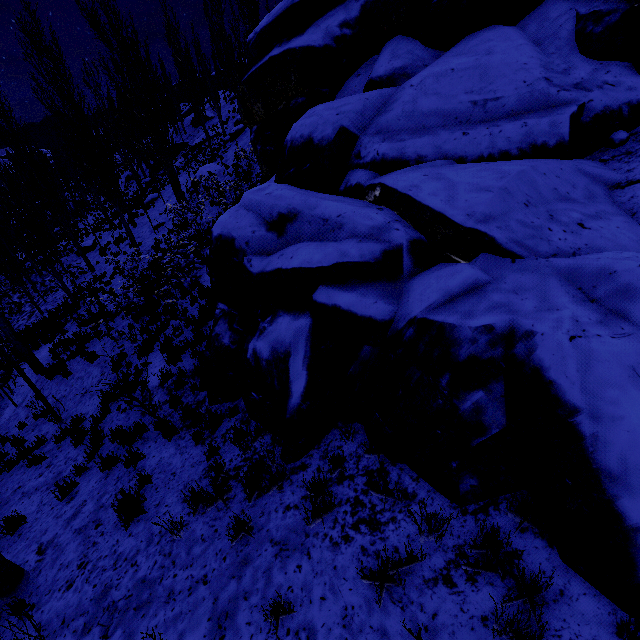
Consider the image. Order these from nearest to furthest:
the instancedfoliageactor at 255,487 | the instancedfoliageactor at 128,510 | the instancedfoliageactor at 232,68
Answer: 1. the instancedfoliageactor at 255,487
2. the instancedfoliageactor at 128,510
3. the instancedfoliageactor at 232,68

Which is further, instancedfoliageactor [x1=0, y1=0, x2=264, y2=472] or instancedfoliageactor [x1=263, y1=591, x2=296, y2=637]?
instancedfoliageactor [x1=0, y1=0, x2=264, y2=472]

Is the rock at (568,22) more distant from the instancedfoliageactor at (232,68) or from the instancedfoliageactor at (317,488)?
the instancedfoliageactor at (317,488)

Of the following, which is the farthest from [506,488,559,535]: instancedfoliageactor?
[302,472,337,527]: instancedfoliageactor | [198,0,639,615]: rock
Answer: [302,472,337,527]: instancedfoliageactor

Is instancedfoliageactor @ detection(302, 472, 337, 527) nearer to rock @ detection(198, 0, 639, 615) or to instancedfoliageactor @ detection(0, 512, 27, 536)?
rock @ detection(198, 0, 639, 615)

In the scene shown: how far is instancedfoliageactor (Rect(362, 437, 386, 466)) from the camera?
3.6 meters

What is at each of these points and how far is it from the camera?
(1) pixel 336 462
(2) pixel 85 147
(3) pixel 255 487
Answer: (1) instancedfoliageactor, 3.82m
(2) instancedfoliageactor, 15.33m
(3) instancedfoliageactor, 4.14m
